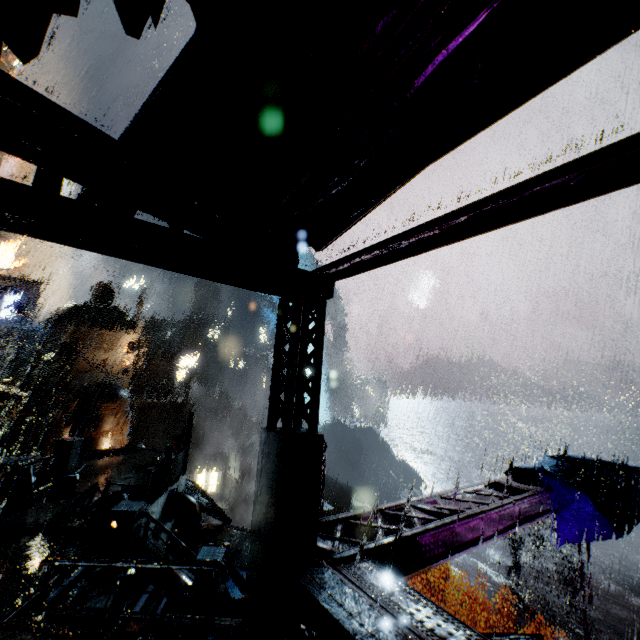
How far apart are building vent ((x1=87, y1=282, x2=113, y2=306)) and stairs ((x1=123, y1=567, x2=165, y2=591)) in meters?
58.1

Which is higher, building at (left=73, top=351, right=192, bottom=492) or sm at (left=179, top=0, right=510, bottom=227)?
sm at (left=179, top=0, right=510, bottom=227)

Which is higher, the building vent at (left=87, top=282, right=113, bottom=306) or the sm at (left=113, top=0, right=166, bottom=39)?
the building vent at (left=87, top=282, right=113, bottom=306)

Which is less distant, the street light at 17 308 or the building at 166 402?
the building at 166 402

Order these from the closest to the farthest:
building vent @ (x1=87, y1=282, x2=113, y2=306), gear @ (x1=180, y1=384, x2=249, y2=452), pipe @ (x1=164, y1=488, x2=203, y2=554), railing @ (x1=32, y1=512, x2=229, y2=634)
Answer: railing @ (x1=32, y1=512, x2=229, y2=634)
pipe @ (x1=164, y1=488, x2=203, y2=554)
gear @ (x1=180, y1=384, x2=249, y2=452)
building vent @ (x1=87, y1=282, x2=113, y2=306)

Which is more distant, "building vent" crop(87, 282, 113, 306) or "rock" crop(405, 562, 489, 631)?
"building vent" crop(87, 282, 113, 306)

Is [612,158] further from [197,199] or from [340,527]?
[340,527]

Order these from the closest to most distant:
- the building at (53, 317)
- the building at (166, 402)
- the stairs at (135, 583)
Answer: the stairs at (135, 583), the building at (166, 402), the building at (53, 317)
